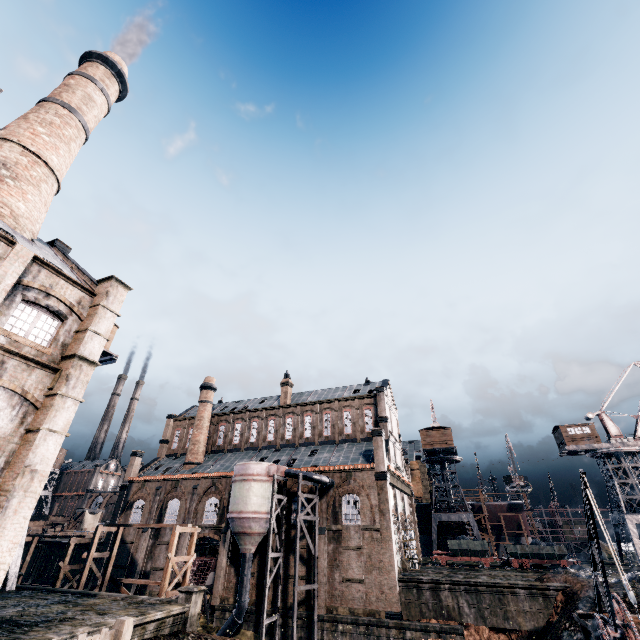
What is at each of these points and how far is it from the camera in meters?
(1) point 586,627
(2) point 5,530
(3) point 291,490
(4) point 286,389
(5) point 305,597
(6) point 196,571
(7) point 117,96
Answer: (1) wooden scaffolding, 16.1
(2) building, 12.0
(3) building, 37.2
(4) chimney, 51.2
(5) building, 31.4
(6) ship construction, 37.2
(7) chimney, 33.2

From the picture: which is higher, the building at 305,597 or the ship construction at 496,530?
the ship construction at 496,530

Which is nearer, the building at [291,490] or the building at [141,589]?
the building at [291,490]

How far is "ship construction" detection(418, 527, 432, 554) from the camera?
58.8 meters

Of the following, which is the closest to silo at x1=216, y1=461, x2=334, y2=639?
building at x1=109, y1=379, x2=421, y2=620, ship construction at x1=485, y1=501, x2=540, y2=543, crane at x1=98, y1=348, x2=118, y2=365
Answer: building at x1=109, y1=379, x2=421, y2=620

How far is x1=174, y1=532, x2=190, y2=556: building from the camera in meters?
37.5 m

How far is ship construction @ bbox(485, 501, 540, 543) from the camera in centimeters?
5350cm
